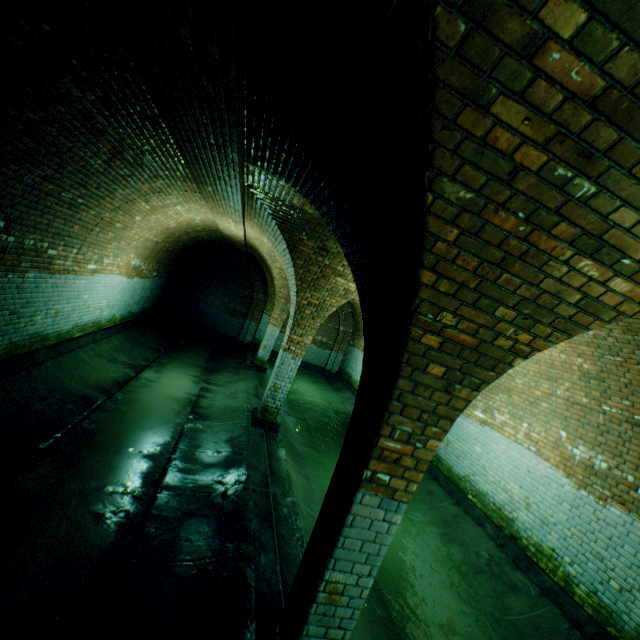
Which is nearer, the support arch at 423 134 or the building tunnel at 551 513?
the support arch at 423 134

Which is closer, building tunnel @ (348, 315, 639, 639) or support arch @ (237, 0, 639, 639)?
support arch @ (237, 0, 639, 639)

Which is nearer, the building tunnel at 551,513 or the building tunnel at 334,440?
the building tunnel at 334,440

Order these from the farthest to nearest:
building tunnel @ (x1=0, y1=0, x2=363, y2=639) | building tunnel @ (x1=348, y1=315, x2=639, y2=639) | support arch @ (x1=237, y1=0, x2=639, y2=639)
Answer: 1. building tunnel @ (x1=348, y1=315, x2=639, y2=639)
2. building tunnel @ (x1=0, y1=0, x2=363, y2=639)
3. support arch @ (x1=237, y1=0, x2=639, y2=639)

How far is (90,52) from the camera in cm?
266

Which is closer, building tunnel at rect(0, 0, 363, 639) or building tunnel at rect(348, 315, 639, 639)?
building tunnel at rect(0, 0, 363, 639)
